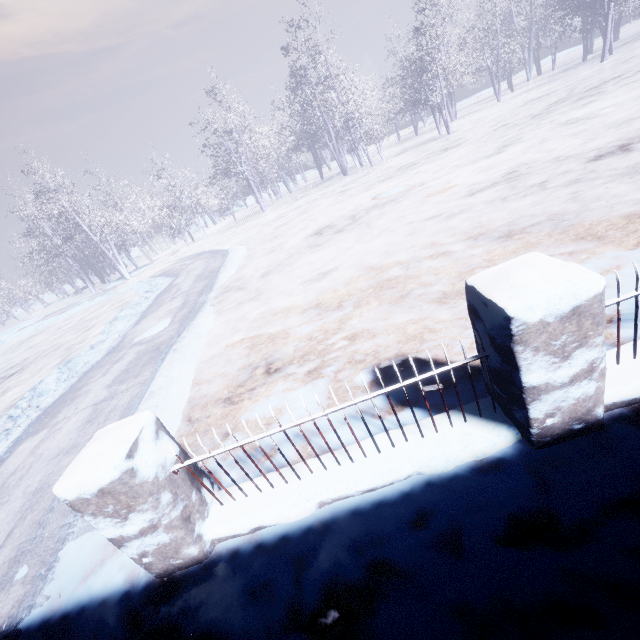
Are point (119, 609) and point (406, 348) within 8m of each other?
yes
